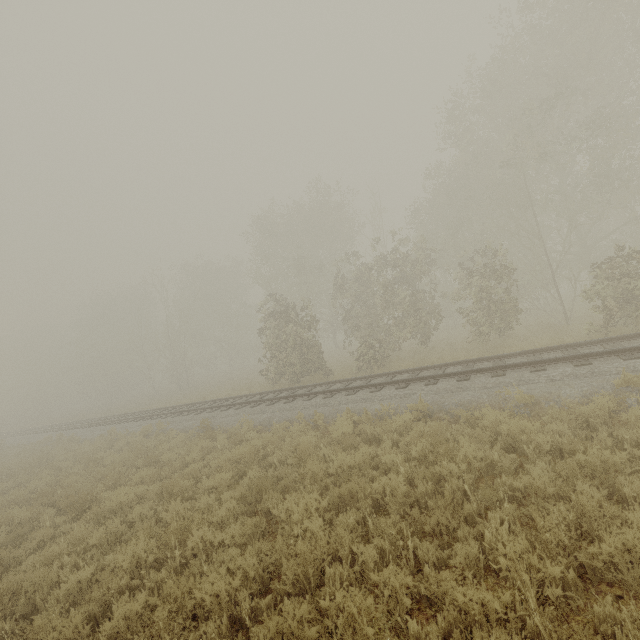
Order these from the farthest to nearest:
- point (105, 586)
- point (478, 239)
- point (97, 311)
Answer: point (97, 311)
point (478, 239)
point (105, 586)
